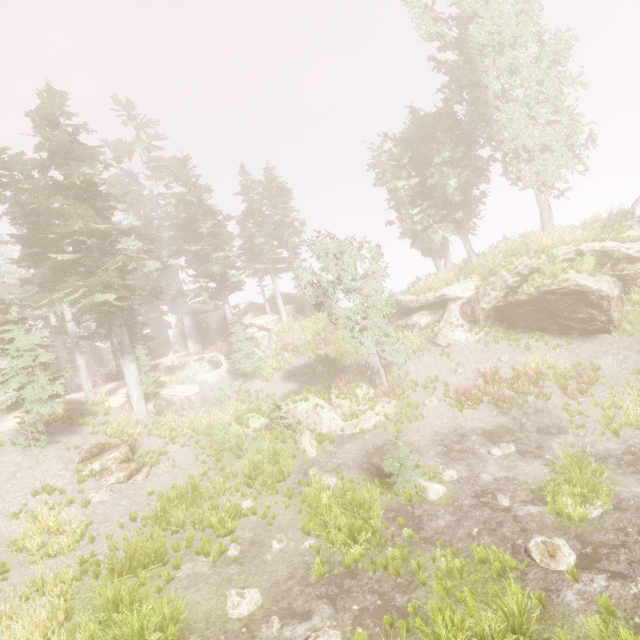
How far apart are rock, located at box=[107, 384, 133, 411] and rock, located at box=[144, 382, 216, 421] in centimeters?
38cm

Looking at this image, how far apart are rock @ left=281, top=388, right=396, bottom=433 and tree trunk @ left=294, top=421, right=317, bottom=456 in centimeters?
53cm

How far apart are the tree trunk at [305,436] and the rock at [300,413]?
0.5 meters

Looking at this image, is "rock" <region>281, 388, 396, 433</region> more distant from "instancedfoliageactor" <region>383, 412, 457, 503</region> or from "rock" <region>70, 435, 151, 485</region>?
"rock" <region>70, 435, 151, 485</region>

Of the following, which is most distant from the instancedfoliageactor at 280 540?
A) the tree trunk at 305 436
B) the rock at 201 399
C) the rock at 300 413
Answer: the tree trunk at 305 436

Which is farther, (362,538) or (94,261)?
(94,261)

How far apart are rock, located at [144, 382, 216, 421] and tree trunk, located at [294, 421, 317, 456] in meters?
7.7

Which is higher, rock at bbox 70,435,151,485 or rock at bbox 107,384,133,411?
rock at bbox 107,384,133,411
